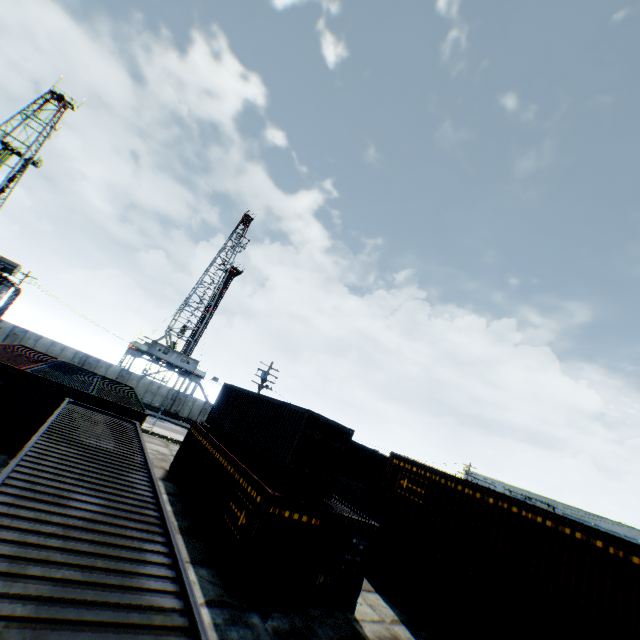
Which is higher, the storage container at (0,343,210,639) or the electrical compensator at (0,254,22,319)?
the electrical compensator at (0,254,22,319)

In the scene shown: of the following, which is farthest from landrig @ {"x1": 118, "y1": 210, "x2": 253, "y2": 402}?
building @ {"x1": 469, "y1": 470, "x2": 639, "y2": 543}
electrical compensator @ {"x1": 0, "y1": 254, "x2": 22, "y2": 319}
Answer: building @ {"x1": 469, "y1": 470, "x2": 639, "y2": 543}

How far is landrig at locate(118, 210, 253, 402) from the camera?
44.4m

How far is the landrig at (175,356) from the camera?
44.4m

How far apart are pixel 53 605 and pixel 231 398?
18.37m

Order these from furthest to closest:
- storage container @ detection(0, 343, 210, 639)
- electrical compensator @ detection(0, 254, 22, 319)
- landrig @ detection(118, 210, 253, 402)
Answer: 1. landrig @ detection(118, 210, 253, 402)
2. electrical compensator @ detection(0, 254, 22, 319)
3. storage container @ detection(0, 343, 210, 639)

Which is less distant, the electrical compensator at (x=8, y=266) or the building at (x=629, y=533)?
the electrical compensator at (x=8, y=266)

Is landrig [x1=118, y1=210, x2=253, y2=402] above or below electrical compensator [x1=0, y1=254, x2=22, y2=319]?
above
